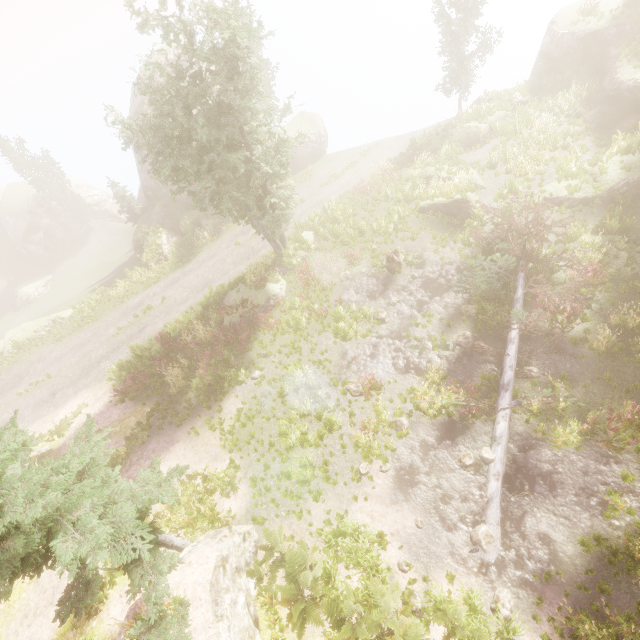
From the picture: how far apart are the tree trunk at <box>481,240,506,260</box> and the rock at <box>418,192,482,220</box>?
1.94m

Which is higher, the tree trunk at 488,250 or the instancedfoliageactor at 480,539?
the tree trunk at 488,250

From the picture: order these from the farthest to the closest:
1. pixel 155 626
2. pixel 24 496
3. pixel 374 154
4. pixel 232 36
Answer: pixel 374 154 → pixel 232 36 → pixel 155 626 → pixel 24 496

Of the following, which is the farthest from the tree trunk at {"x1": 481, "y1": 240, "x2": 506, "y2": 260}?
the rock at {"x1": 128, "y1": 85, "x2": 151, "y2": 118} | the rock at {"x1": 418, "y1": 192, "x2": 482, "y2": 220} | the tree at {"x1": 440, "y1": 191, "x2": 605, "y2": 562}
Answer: the rock at {"x1": 128, "y1": 85, "x2": 151, "y2": 118}

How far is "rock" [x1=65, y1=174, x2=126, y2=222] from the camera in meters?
46.0

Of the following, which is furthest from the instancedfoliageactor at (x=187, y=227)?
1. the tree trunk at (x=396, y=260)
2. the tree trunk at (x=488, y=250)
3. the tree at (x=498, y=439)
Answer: the tree trunk at (x=396, y=260)

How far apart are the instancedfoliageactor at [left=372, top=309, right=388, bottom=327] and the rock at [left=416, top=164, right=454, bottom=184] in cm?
948

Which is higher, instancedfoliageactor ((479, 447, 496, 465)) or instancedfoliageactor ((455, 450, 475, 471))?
instancedfoliageactor ((479, 447, 496, 465))
